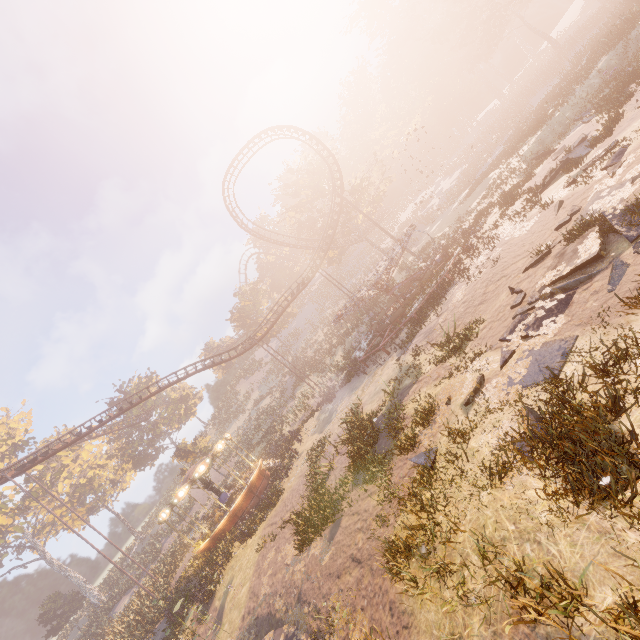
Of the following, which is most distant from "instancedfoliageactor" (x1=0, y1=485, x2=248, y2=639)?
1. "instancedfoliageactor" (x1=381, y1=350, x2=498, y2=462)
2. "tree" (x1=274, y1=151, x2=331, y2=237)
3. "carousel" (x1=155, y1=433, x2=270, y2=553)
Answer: "instancedfoliageactor" (x1=381, y1=350, x2=498, y2=462)

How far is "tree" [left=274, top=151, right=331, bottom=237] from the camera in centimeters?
4226cm

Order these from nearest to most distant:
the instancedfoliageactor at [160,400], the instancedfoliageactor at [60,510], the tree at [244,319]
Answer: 1. the instancedfoliageactor at [60,510]
2. the instancedfoliageactor at [160,400]
3. the tree at [244,319]

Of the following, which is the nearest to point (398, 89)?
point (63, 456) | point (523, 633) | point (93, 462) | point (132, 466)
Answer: point (523, 633)

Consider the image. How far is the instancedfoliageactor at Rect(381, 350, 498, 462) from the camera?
9.0m

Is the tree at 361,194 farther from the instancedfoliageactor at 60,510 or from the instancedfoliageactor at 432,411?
the instancedfoliageactor at 432,411

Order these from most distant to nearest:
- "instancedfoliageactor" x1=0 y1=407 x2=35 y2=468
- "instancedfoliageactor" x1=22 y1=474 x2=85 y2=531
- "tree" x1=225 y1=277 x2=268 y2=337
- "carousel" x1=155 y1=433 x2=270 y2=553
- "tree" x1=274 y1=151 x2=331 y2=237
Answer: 1. "tree" x1=225 y1=277 x2=268 y2=337
2. "instancedfoliageactor" x1=0 y1=407 x2=35 y2=468
3. "instancedfoliageactor" x1=22 y1=474 x2=85 y2=531
4. "tree" x1=274 y1=151 x2=331 y2=237
5. "carousel" x1=155 y1=433 x2=270 y2=553
